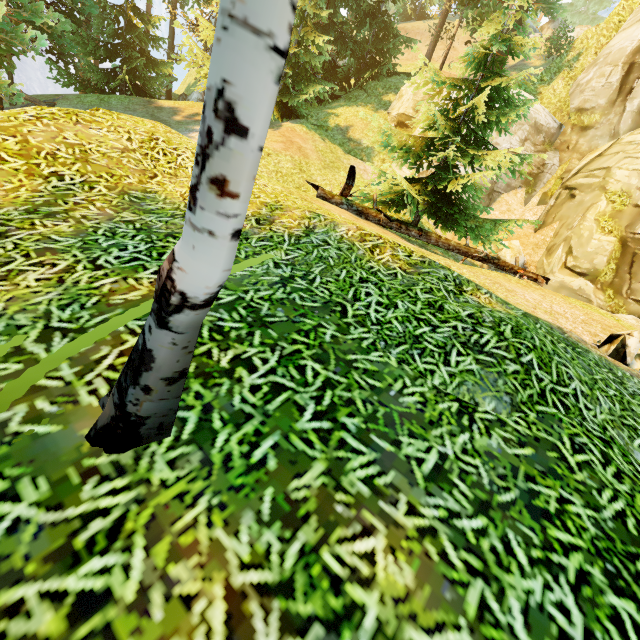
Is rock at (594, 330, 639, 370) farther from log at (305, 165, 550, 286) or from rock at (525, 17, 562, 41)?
rock at (525, 17, 562, 41)

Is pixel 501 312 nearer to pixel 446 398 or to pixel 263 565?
pixel 446 398

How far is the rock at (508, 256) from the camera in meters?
12.7

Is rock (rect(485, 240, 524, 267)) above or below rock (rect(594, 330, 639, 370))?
above

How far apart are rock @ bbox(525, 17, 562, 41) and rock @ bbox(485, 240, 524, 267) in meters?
41.1

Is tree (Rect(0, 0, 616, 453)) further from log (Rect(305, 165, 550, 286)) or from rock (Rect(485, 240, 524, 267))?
rock (Rect(485, 240, 524, 267))

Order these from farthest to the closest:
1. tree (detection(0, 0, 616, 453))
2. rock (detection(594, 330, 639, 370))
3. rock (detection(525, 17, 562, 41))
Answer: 1. rock (detection(525, 17, 562, 41))
2. rock (detection(594, 330, 639, 370))
3. tree (detection(0, 0, 616, 453))

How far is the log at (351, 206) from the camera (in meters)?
8.03
